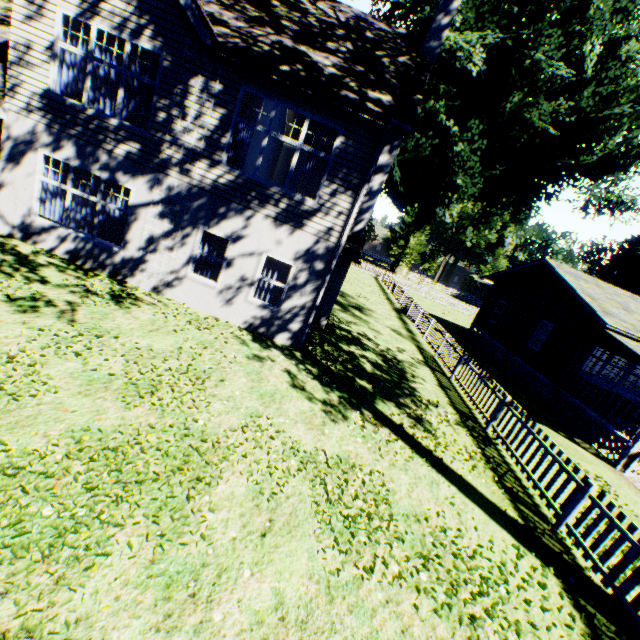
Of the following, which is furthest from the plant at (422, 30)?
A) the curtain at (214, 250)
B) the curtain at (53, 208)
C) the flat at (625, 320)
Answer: the curtain at (53, 208)

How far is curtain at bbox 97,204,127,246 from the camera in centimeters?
980cm

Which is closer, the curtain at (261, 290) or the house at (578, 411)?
the curtain at (261, 290)

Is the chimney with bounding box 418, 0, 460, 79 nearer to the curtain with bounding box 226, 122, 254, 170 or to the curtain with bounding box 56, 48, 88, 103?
the curtain with bounding box 226, 122, 254, 170

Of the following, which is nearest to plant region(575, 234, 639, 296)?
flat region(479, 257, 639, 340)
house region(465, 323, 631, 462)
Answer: flat region(479, 257, 639, 340)

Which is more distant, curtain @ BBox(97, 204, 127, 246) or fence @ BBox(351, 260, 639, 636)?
curtain @ BBox(97, 204, 127, 246)

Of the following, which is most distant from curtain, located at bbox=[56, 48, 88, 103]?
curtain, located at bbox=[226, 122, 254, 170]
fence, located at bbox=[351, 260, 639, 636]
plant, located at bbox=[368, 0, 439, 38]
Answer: plant, located at bbox=[368, 0, 439, 38]

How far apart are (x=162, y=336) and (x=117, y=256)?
3.87m
